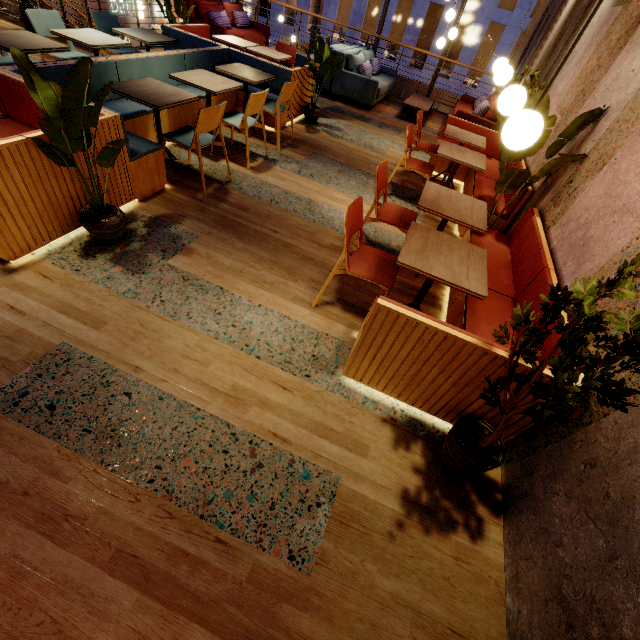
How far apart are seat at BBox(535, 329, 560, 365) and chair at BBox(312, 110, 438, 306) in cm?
58

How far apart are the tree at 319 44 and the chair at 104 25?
2.6 meters

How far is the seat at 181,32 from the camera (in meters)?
3.70

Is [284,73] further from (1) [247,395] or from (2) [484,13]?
(2) [484,13]

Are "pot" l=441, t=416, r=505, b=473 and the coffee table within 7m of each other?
no

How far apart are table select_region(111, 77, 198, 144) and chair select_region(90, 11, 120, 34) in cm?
218

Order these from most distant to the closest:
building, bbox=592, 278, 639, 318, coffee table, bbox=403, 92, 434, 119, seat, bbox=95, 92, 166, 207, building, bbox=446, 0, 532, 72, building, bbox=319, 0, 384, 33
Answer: building, bbox=319, 0, 384, 33
building, bbox=446, 0, 532, 72
coffee table, bbox=403, 92, 434, 119
seat, bbox=95, 92, 166, 207
building, bbox=592, 278, 639, 318

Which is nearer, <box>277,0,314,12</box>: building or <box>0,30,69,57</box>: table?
<box>0,30,69,57</box>: table
